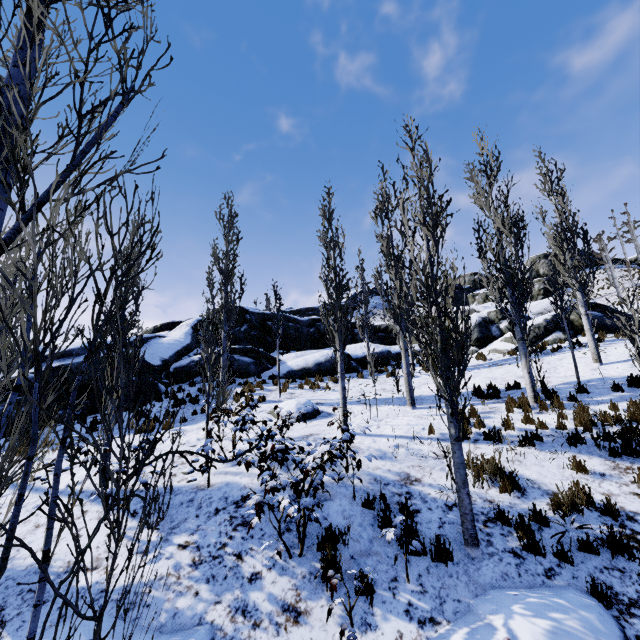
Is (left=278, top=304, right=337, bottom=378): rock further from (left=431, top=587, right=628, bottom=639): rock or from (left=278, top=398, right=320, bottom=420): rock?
(left=431, top=587, right=628, bottom=639): rock

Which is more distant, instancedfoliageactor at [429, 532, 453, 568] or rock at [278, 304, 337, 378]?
rock at [278, 304, 337, 378]

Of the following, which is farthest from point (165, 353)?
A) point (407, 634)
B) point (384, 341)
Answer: point (384, 341)

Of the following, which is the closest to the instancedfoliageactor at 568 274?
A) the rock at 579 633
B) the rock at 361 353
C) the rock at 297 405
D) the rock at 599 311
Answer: the rock at 579 633

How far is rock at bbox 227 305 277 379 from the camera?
17.8 meters

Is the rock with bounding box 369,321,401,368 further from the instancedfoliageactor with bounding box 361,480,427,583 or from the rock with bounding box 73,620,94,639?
the rock with bounding box 73,620,94,639

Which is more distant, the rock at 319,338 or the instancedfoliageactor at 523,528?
the rock at 319,338
